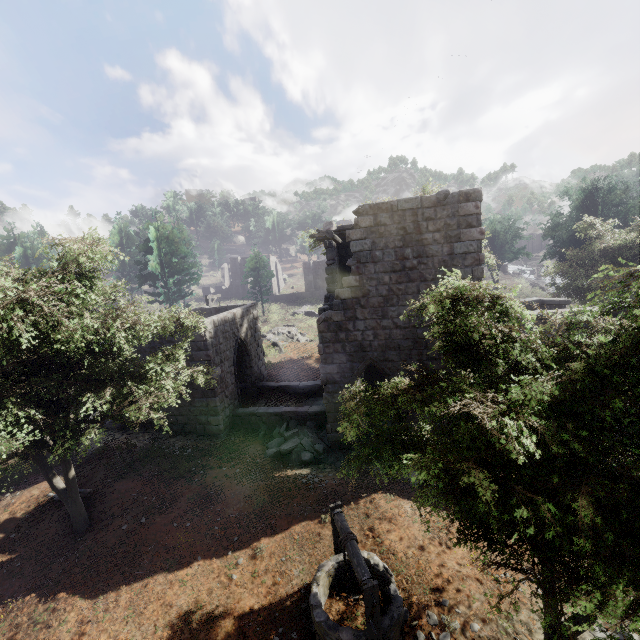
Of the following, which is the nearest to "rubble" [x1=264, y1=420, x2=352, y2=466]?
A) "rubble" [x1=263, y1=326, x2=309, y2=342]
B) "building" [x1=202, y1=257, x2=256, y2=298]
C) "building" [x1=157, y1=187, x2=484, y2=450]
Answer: → "building" [x1=157, y1=187, x2=484, y2=450]

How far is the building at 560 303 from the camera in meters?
11.9 m

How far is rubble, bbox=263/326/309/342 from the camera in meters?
27.9 m

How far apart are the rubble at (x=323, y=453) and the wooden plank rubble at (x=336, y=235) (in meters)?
7.54

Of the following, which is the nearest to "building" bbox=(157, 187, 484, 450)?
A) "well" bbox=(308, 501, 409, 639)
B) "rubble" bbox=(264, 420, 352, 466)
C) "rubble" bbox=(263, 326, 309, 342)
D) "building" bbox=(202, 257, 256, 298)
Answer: "rubble" bbox=(264, 420, 352, 466)

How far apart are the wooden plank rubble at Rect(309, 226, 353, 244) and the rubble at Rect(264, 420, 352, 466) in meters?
7.5 m

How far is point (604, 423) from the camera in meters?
4.5

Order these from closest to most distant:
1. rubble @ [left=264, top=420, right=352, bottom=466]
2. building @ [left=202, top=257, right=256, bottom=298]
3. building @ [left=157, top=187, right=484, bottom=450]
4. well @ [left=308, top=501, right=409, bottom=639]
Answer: well @ [left=308, top=501, right=409, bottom=639], building @ [left=157, top=187, right=484, bottom=450], rubble @ [left=264, top=420, right=352, bottom=466], building @ [left=202, top=257, right=256, bottom=298]
